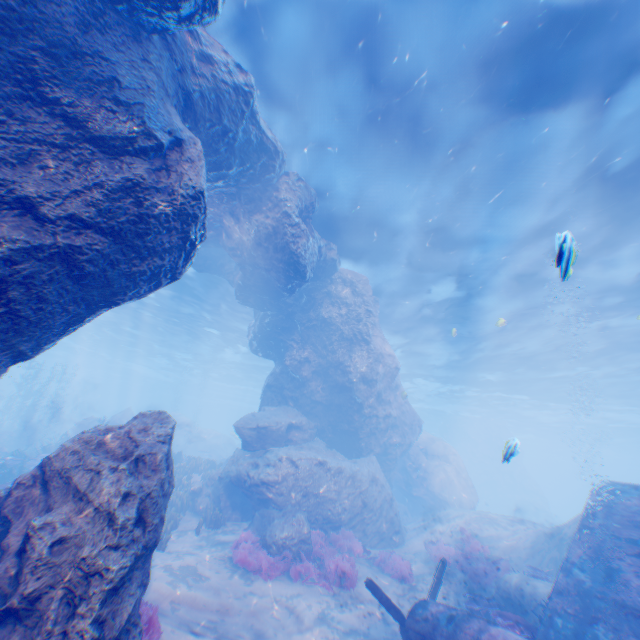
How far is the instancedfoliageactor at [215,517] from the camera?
12.0 meters

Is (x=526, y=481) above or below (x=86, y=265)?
below

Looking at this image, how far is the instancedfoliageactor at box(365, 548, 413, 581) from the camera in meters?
11.5 m

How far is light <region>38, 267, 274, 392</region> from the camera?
24.0 meters

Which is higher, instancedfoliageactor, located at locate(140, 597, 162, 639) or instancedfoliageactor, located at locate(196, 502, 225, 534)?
instancedfoliageactor, located at locate(196, 502, 225, 534)

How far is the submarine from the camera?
54.59m

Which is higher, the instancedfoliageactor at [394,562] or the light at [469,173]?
the light at [469,173]

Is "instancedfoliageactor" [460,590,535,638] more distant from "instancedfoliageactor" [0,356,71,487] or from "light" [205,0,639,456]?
"instancedfoliageactor" [0,356,71,487]
